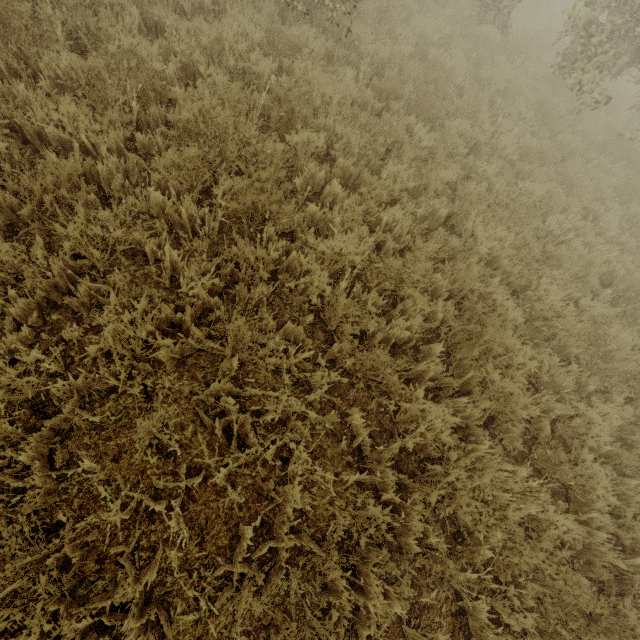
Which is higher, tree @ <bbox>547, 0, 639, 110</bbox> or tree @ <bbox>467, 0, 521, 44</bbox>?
tree @ <bbox>547, 0, 639, 110</bbox>

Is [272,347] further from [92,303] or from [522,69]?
[522,69]

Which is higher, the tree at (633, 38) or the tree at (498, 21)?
the tree at (633, 38)

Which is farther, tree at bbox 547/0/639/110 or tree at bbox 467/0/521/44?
tree at bbox 467/0/521/44

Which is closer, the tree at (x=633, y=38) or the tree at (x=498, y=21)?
the tree at (x=633, y=38)
